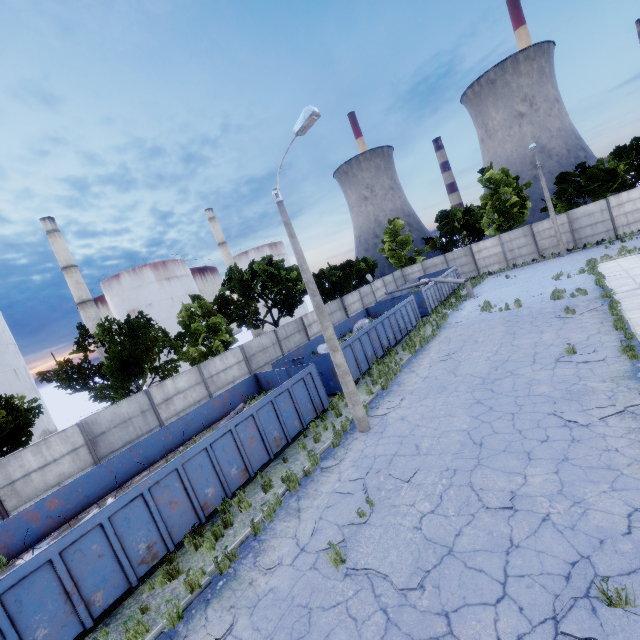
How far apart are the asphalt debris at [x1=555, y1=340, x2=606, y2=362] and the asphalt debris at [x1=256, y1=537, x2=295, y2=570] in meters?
9.8 m

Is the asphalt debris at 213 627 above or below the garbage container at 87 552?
below

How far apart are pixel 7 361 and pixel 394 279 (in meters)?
44.24

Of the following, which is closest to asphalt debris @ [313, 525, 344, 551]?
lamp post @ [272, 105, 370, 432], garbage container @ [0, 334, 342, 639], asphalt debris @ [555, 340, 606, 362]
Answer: Answer: lamp post @ [272, 105, 370, 432]

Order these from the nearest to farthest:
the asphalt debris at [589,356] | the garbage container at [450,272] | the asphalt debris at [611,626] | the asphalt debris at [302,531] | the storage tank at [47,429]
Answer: the asphalt debris at [611,626]
the asphalt debris at [302,531]
the asphalt debris at [589,356]
the garbage container at [450,272]
the storage tank at [47,429]

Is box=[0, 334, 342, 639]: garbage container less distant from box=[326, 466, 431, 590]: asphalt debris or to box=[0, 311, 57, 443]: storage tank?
box=[326, 466, 431, 590]: asphalt debris

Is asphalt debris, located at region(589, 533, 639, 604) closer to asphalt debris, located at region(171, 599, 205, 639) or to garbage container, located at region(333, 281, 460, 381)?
asphalt debris, located at region(171, 599, 205, 639)

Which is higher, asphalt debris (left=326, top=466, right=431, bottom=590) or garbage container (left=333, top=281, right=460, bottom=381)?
garbage container (left=333, top=281, right=460, bottom=381)
